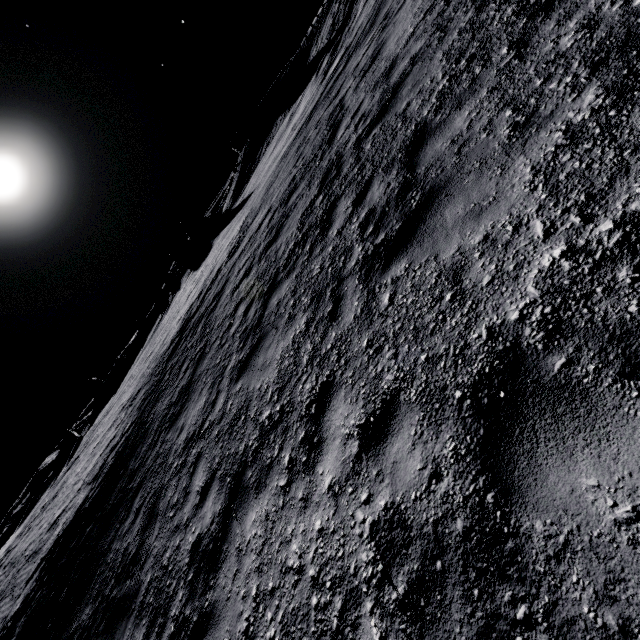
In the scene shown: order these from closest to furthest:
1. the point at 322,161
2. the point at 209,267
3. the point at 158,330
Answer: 1. the point at 322,161
2. the point at 209,267
3. the point at 158,330

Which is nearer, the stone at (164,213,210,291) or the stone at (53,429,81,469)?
the stone at (164,213,210,291)

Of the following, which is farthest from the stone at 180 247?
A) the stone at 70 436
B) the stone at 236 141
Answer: the stone at 70 436

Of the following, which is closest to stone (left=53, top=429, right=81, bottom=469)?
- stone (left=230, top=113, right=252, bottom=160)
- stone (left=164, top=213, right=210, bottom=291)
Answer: stone (left=164, top=213, right=210, bottom=291)

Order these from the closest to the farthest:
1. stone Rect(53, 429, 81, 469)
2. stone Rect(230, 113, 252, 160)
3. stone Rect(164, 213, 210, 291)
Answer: stone Rect(230, 113, 252, 160)
stone Rect(164, 213, 210, 291)
stone Rect(53, 429, 81, 469)

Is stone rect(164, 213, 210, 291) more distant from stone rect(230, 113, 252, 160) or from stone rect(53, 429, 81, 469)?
stone rect(53, 429, 81, 469)

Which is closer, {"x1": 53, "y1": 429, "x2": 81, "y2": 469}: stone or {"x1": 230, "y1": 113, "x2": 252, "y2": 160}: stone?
{"x1": 230, "y1": 113, "x2": 252, "y2": 160}: stone

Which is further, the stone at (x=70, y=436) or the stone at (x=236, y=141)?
the stone at (x=70, y=436)
